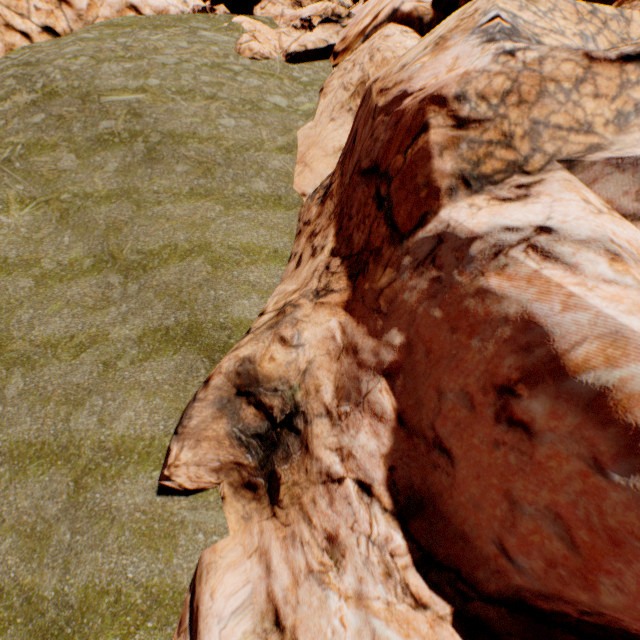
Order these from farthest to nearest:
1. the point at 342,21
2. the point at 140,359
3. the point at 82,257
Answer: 1. the point at 342,21
2. the point at 82,257
3. the point at 140,359
